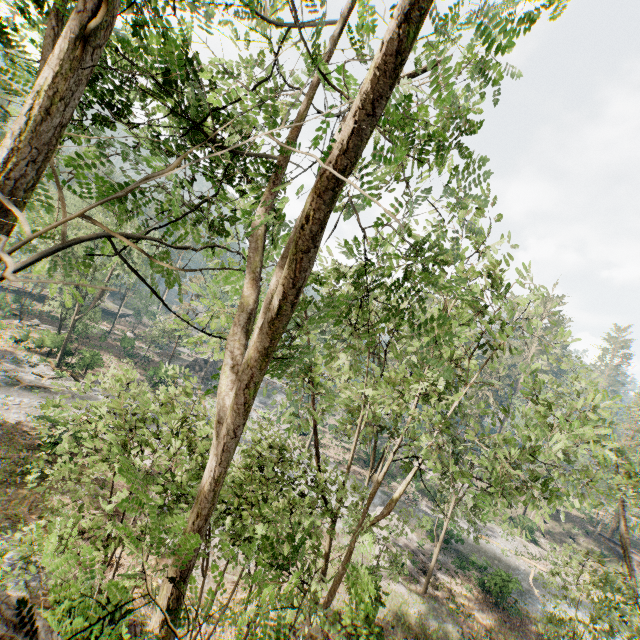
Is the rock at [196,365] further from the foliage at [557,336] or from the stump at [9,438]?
the stump at [9,438]

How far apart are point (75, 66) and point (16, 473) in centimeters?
2616cm

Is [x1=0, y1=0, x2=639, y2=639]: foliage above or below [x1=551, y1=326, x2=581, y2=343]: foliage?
below

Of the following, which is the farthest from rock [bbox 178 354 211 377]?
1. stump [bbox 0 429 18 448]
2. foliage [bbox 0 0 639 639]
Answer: stump [bbox 0 429 18 448]

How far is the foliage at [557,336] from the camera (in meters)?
11.81

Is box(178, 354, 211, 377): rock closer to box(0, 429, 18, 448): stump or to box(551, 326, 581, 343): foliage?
box(551, 326, 581, 343): foliage

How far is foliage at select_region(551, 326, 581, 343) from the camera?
11.8m
